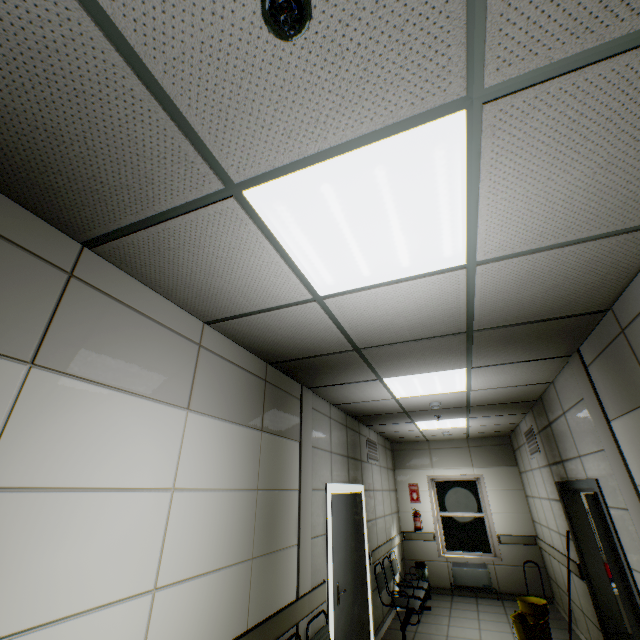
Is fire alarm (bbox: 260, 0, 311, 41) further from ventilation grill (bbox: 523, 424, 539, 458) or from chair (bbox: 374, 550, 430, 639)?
chair (bbox: 374, 550, 430, 639)

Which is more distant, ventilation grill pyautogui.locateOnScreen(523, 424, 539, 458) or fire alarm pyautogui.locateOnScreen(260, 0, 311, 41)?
ventilation grill pyautogui.locateOnScreen(523, 424, 539, 458)

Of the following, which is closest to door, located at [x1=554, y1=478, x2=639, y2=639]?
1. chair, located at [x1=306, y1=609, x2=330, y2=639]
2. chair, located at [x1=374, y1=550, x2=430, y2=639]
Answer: chair, located at [x1=306, y1=609, x2=330, y2=639]

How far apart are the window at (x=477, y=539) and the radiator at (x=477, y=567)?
0.1m

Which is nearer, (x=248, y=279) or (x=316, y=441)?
(x=248, y=279)

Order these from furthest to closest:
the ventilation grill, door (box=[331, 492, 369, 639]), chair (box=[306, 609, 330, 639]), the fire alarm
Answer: the ventilation grill
door (box=[331, 492, 369, 639])
chair (box=[306, 609, 330, 639])
the fire alarm

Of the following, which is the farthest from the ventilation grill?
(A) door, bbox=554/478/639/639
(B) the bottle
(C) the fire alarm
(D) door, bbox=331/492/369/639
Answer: (C) the fire alarm

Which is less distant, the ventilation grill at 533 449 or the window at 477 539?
the ventilation grill at 533 449
